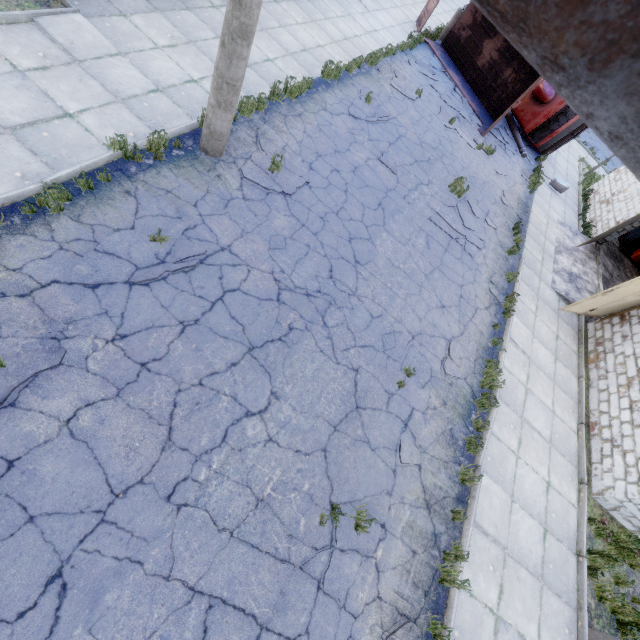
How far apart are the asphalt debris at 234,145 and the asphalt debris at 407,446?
5.34m

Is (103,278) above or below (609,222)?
below

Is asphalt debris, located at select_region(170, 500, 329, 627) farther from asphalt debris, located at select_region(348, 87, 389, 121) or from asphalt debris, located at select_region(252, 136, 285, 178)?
asphalt debris, located at select_region(348, 87, 389, 121)

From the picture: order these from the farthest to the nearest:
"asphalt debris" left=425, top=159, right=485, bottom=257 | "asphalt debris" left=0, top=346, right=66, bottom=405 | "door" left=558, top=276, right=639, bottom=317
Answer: "asphalt debris" left=425, top=159, right=485, bottom=257
"door" left=558, top=276, right=639, bottom=317
"asphalt debris" left=0, top=346, right=66, bottom=405

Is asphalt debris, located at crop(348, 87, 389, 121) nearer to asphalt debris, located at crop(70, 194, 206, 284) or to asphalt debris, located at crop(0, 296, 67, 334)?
asphalt debris, located at crop(70, 194, 206, 284)

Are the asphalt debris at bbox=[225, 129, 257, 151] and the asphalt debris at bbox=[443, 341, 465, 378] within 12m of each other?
yes

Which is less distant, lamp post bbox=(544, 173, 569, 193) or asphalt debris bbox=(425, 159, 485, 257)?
asphalt debris bbox=(425, 159, 485, 257)

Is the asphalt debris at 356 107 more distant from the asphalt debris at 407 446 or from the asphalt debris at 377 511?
the asphalt debris at 377 511
